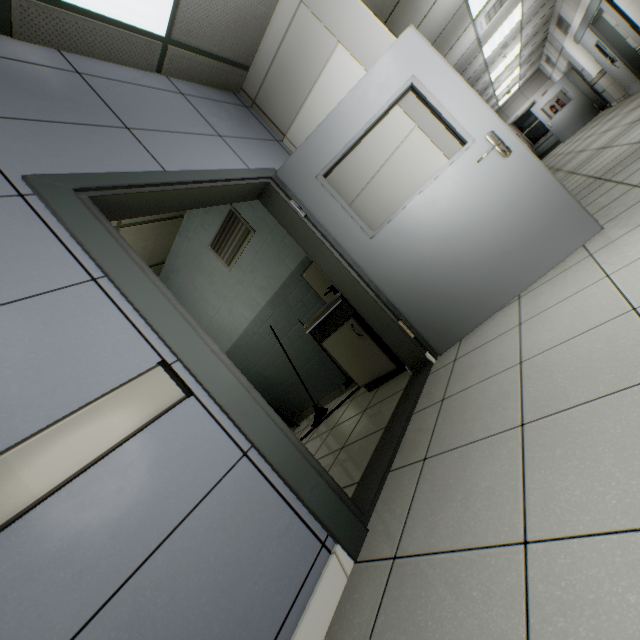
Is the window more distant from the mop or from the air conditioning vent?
the mop

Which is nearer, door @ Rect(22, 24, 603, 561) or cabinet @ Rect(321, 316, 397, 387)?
→ door @ Rect(22, 24, 603, 561)

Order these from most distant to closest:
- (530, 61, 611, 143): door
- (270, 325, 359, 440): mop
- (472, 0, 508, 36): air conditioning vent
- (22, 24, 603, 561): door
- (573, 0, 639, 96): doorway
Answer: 1. (530, 61, 611, 143): door
2. (573, 0, 639, 96): doorway
3. (472, 0, 508, 36): air conditioning vent
4. (270, 325, 359, 440): mop
5. (22, 24, 603, 561): door

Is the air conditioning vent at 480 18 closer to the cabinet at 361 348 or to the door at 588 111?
the cabinet at 361 348

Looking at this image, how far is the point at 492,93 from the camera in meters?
12.1 m

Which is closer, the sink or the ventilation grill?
the sink

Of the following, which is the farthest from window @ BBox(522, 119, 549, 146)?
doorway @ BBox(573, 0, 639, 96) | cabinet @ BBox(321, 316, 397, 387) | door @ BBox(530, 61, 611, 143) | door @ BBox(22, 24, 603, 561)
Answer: cabinet @ BBox(321, 316, 397, 387)

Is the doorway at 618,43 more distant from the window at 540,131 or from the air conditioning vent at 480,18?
the window at 540,131
